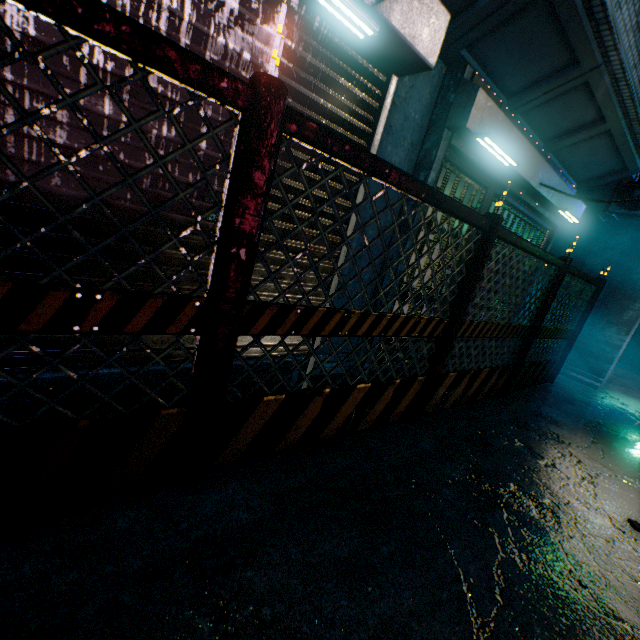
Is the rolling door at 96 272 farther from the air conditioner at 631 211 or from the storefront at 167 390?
the air conditioner at 631 211

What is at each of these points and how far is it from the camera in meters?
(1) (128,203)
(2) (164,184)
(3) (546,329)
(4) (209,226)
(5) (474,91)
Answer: (1) rolling door, 1.6 m
(2) rolling door, 1.7 m
(3) fence, 4.3 m
(4) rolling door, 1.9 m
(5) rolling door, 2.6 m

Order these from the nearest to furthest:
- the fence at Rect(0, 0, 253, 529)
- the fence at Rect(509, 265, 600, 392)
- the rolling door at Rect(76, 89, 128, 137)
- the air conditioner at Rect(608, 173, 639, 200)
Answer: the fence at Rect(0, 0, 253, 529)
the rolling door at Rect(76, 89, 128, 137)
the fence at Rect(509, 265, 600, 392)
the air conditioner at Rect(608, 173, 639, 200)

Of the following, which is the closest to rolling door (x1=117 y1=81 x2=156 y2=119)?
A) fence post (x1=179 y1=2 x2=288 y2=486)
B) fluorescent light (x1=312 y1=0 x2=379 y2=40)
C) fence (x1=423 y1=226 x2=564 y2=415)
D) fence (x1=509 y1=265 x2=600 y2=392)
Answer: fluorescent light (x1=312 y1=0 x2=379 y2=40)

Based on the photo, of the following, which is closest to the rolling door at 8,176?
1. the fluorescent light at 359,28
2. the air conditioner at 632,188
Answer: the fluorescent light at 359,28

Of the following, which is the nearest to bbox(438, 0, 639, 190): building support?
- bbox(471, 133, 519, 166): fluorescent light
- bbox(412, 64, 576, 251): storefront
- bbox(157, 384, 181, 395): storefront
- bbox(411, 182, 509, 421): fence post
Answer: bbox(412, 64, 576, 251): storefront

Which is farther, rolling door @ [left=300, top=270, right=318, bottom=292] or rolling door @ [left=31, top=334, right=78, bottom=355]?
rolling door @ [left=300, top=270, right=318, bottom=292]

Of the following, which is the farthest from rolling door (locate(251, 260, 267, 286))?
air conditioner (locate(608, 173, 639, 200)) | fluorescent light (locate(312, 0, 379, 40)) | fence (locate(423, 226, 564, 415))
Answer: air conditioner (locate(608, 173, 639, 200))
